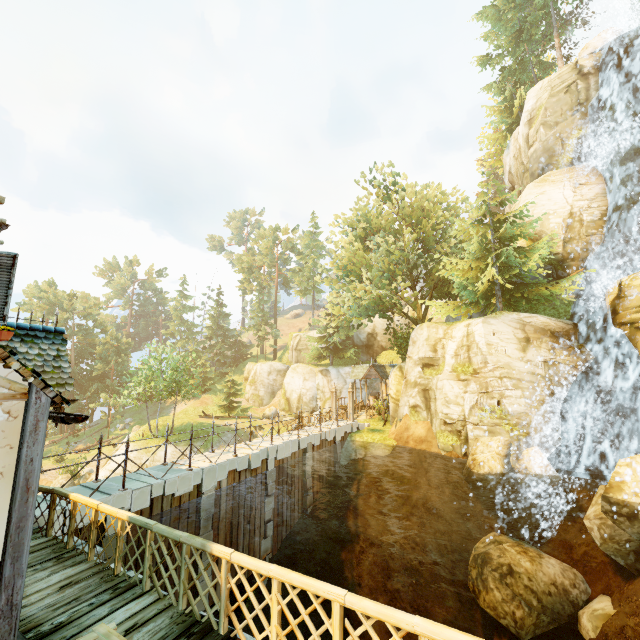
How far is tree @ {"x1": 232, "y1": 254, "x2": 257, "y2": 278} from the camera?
57.12m

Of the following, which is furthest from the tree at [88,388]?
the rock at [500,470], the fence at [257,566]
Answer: the rock at [500,470]

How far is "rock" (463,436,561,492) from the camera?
13.77m

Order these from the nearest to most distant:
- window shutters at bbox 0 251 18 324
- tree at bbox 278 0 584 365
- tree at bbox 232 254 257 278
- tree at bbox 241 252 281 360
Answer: window shutters at bbox 0 251 18 324 < tree at bbox 278 0 584 365 < tree at bbox 241 252 281 360 < tree at bbox 232 254 257 278

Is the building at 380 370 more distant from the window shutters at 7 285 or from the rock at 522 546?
the window shutters at 7 285

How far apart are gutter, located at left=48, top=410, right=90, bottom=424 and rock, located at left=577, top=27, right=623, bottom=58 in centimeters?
3691cm

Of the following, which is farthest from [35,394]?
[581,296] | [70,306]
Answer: [70,306]

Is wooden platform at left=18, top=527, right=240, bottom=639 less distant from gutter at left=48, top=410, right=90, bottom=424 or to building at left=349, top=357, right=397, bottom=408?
gutter at left=48, top=410, right=90, bottom=424
